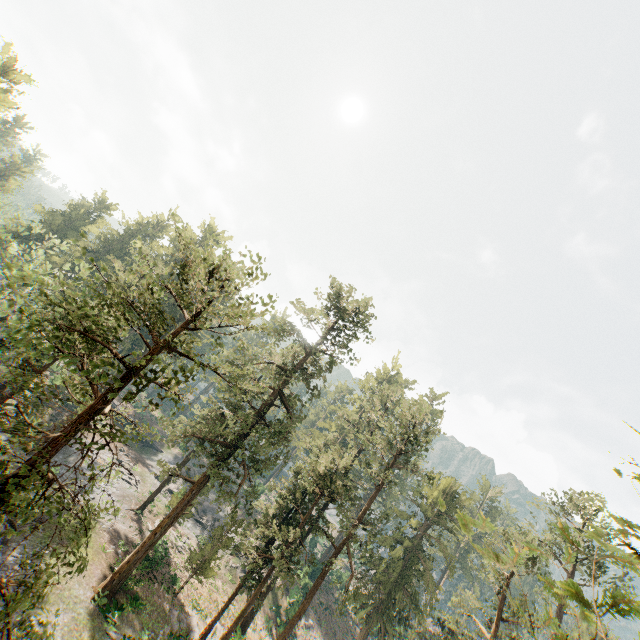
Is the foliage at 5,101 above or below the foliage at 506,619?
above

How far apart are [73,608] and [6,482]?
20.0m

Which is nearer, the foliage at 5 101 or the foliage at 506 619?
the foliage at 506 619

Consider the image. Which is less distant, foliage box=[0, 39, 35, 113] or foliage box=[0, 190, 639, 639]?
foliage box=[0, 190, 639, 639]

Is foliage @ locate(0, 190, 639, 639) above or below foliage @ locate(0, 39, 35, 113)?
below
